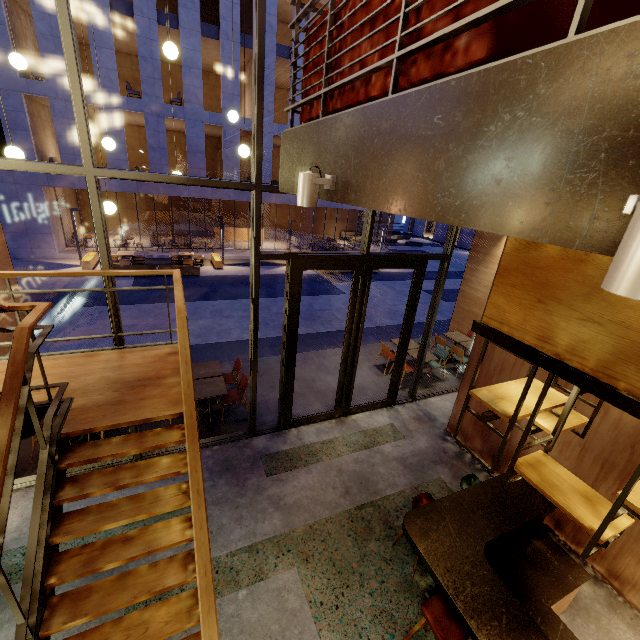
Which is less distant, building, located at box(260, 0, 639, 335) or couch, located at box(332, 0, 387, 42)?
building, located at box(260, 0, 639, 335)

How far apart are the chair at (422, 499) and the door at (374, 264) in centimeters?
269cm

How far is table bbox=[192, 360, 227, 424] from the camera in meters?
6.2 m

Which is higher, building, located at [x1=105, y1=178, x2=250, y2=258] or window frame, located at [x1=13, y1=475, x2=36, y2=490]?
building, located at [x1=105, y1=178, x2=250, y2=258]

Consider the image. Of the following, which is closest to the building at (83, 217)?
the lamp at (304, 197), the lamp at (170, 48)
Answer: the lamp at (170, 48)

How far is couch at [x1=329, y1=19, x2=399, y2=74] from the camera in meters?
1.9

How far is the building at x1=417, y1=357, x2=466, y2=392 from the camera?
8.64m

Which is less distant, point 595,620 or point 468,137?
point 468,137
